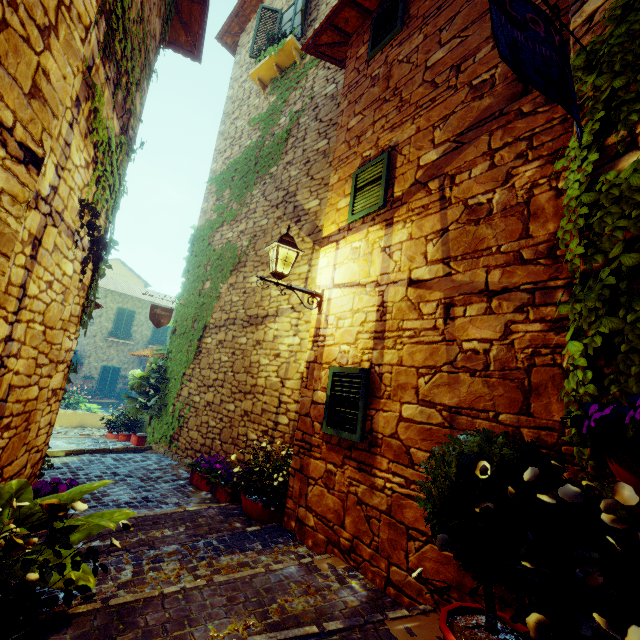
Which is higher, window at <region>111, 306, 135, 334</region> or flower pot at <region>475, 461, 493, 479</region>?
window at <region>111, 306, 135, 334</region>

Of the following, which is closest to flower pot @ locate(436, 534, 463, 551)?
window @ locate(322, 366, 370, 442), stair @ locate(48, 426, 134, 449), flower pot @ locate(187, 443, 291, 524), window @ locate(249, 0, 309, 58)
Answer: window @ locate(322, 366, 370, 442)

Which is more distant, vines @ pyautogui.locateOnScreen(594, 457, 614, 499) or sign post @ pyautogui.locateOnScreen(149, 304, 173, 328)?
sign post @ pyautogui.locateOnScreen(149, 304, 173, 328)

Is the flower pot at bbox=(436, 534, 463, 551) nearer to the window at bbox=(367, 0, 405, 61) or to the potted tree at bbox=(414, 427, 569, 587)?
A: the potted tree at bbox=(414, 427, 569, 587)

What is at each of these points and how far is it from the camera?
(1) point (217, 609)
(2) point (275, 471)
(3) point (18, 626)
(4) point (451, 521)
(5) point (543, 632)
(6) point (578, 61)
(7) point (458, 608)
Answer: (1) stair, 2.1m
(2) flower pot, 4.1m
(3) stair, 1.8m
(4) potted tree, 1.6m
(5) flower pot, 1.1m
(6) vines, 2.0m
(7) potted tree, 1.9m

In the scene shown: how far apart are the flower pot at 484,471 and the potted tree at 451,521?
0.13m

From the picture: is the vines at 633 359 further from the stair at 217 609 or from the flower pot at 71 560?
the flower pot at 71 560

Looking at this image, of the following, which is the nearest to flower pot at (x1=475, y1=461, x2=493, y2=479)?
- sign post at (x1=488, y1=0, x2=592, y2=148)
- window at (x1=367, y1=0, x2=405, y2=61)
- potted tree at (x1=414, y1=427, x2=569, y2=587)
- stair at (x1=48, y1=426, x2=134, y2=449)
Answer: potted tree at (x1=414, y1=427, x2=569, y2=587)
